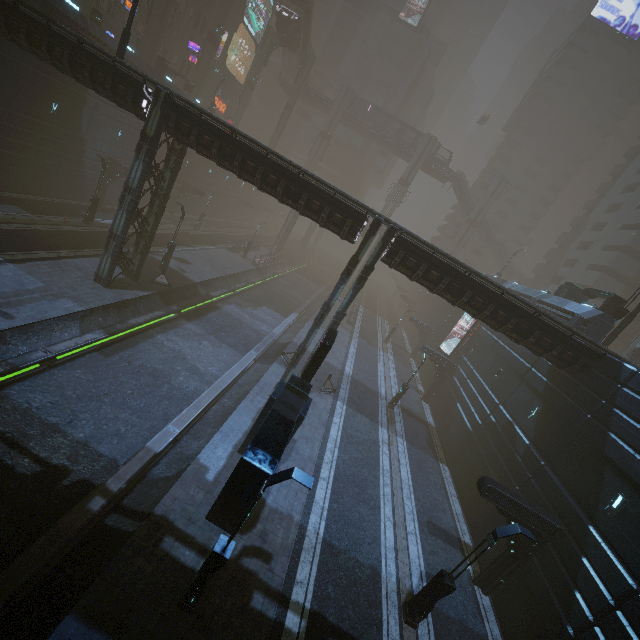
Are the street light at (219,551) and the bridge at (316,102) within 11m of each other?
no

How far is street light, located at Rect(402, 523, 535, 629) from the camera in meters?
10.4

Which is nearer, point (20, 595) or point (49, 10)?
point (20, 595)

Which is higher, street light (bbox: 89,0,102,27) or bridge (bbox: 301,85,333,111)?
bridge (bbox: 301,85,333,111)

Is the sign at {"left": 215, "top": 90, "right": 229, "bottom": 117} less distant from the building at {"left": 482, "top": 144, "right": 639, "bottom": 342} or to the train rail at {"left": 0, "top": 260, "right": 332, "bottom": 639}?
the building at {"left": 482, "top": 144, "right": 639, "bottom": 342}

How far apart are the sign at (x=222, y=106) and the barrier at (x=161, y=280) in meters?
45.7 m

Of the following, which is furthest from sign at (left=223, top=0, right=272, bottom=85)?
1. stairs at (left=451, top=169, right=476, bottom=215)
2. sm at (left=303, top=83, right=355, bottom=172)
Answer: stairs at (left=451, top=169, right=476, bottom=215)

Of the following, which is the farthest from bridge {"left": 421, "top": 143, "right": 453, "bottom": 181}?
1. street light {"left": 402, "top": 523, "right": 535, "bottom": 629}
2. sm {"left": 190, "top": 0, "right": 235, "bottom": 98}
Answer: street light {"left": 402, "top": 523, "right": 535, "bottom": 629}
